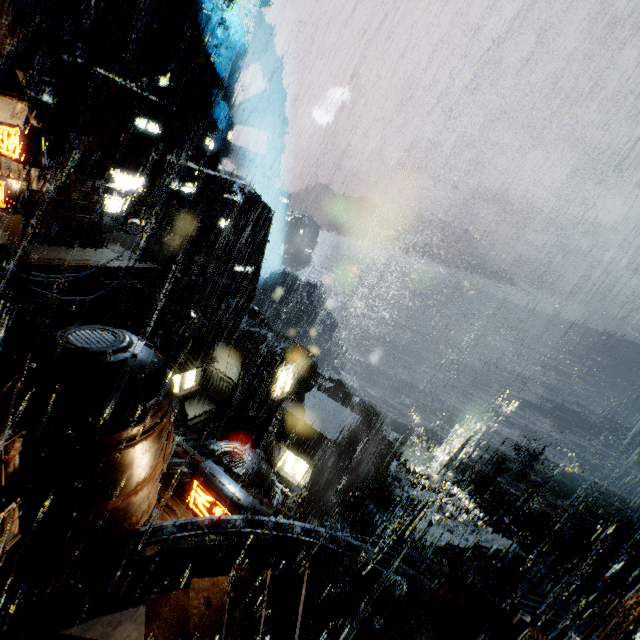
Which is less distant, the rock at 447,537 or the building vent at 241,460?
the building vent at 241,460

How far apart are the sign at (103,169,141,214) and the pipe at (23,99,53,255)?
6.7 meters

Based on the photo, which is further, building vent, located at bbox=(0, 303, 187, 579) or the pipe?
the pipe

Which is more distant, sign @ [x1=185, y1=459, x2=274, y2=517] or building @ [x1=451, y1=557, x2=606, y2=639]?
building @ [x1=451, y1=557, x2=606, y2=639]

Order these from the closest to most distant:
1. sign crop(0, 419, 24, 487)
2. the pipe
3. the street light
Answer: sign crop(0, 419, 24, 487) < the street light < the pipe

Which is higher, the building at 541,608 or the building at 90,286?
the building at 90,286

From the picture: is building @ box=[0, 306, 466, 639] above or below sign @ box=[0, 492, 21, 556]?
below

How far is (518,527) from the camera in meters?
52.6 m
